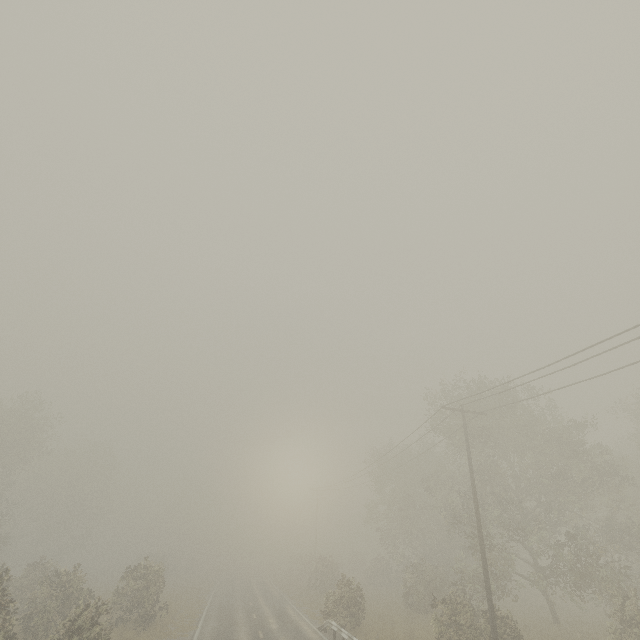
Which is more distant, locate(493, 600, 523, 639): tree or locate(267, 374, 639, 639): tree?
locate(267, 374, 639, 639): tree

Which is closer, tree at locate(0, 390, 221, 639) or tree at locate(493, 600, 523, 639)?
tree at locate(493, 600, 523, 639)

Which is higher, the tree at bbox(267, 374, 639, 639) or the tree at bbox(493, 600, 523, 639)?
the tree at bbox(267, 374, 639, 639)

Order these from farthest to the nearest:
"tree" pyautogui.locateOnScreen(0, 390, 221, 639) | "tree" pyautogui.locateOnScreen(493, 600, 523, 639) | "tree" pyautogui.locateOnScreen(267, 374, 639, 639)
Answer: "tree" pyautogui.locateOnScreen(267, 374, 639, 639), "tree" pyautogui.locateOnScreen(0, 390, 221, 639), "tree" pyautogui.locateOnScreen(493, 600, 523, 639)

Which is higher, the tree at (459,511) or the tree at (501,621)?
the tree at (459,511)

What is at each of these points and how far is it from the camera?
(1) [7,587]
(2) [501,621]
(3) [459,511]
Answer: (1) tree, 14.6 meters
(2) tree, 16.0 meters
(3) tree, 28.5 meters

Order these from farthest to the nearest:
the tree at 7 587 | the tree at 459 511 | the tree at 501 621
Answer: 1. the tree at 459 511
2. the tree at 7 587
3. the tree at 501 621
